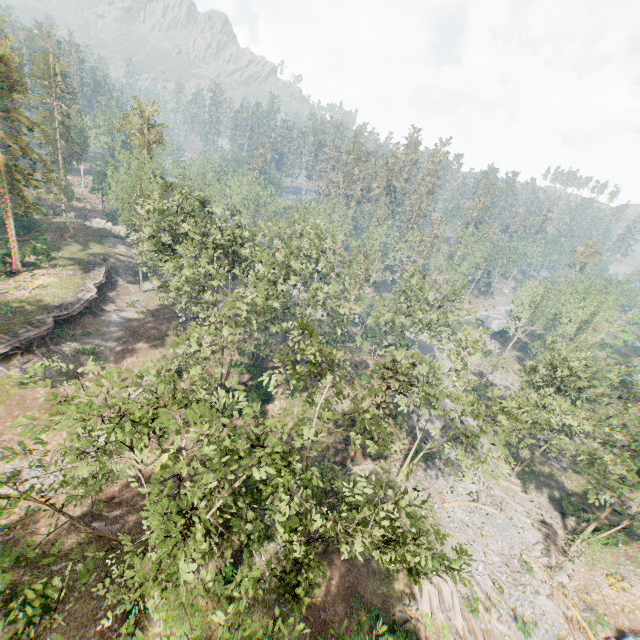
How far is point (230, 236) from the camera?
31.0m

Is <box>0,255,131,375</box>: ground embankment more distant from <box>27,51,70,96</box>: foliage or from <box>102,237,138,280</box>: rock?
<box>27,51,70,96</box>: foliage

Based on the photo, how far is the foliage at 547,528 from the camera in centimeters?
3378cm

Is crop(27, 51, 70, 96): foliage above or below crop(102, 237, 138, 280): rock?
above

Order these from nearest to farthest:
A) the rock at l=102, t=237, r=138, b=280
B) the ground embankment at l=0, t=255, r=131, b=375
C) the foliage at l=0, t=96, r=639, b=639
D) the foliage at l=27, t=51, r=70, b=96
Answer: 1. the foliage at l=0, t=96, r=639, b=639
2. the ground embankment at l=0, t=255, r=131, b=375
3. the rock at l=102, t=237, r=138, b=280
4. the foliage at l=27, t=51, r=70, b=96

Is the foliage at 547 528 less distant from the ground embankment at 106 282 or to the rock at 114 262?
the rock at 114 262

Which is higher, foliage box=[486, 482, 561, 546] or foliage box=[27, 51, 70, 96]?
foliage box=[27, 51, 70, 96]
